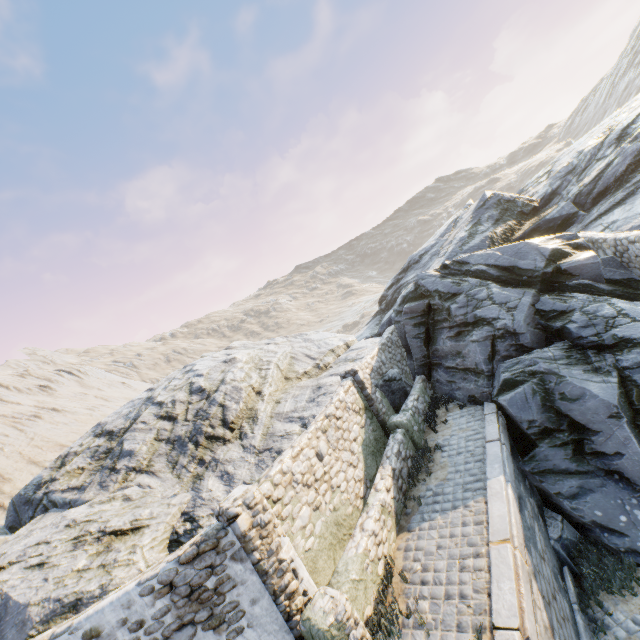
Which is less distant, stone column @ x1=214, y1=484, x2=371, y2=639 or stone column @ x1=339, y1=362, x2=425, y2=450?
stone column @ x1=214, y1=484, x2=371, y2=639

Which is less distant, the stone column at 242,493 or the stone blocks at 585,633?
the stone column at 242,493

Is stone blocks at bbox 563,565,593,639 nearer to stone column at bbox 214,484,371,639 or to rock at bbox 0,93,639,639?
rock at bbox 0,93,639,639

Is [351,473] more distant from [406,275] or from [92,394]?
[92,394]

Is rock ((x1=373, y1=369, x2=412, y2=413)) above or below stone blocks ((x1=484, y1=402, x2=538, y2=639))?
above

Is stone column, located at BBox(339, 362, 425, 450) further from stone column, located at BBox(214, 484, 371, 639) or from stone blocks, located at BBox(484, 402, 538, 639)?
stone column, located at BBox(214, 484, 371, 639)

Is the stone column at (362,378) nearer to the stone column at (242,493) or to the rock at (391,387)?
the rock at (391,387)

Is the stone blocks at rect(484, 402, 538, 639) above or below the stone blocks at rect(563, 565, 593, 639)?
above
